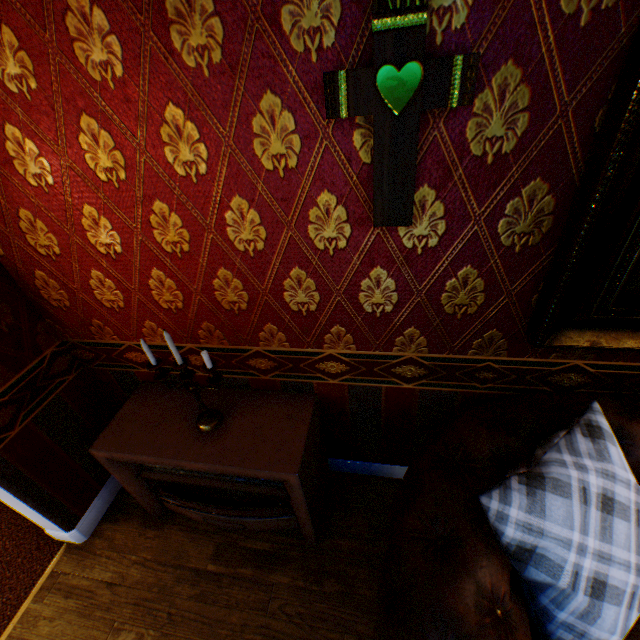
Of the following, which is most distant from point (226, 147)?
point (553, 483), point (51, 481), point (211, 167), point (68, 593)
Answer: point (68, 593)

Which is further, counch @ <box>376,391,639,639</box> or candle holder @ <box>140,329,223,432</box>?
candle holder @ <box>140,329,223,432</box>

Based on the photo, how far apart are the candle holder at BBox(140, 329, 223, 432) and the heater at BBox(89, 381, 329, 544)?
0.00m

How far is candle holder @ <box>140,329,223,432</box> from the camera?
1.5 meters

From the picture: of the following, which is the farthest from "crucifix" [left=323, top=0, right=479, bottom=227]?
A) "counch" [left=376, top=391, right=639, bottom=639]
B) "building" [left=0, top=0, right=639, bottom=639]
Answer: "counch" [left=376, top=391, right=639, bottom=639]

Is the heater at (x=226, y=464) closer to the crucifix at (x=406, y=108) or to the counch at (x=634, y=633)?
the counch at (x=634, y=633)

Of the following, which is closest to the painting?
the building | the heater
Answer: the building

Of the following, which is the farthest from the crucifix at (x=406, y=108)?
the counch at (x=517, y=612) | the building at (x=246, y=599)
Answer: the counch at (x=517, y=612)
